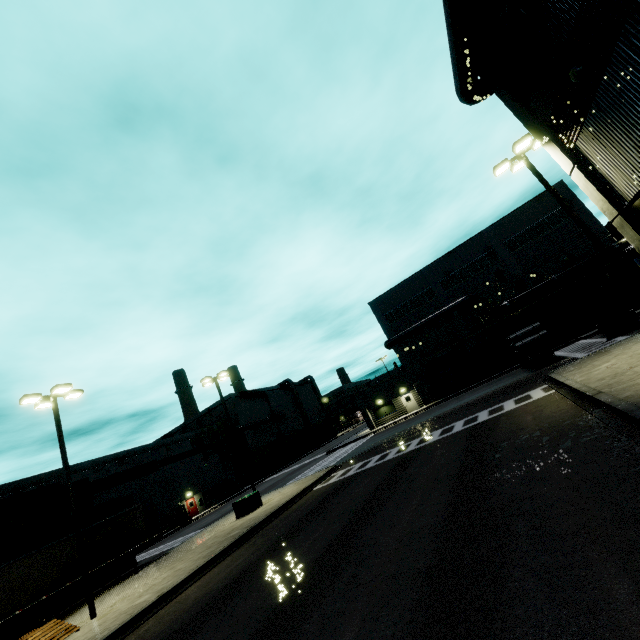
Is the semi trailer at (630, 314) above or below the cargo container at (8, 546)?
below

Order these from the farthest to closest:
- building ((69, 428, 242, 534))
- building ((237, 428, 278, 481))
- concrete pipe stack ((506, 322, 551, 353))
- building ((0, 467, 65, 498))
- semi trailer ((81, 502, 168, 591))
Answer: building ((237, 428, 278, 481)) → building ((69, 428, 242, 534)) → building ((0, 467, 65, 498)) → concrete pipe stack ((506, 322, 551, 353)) → semi trailer ((81, 502, 168, 591))

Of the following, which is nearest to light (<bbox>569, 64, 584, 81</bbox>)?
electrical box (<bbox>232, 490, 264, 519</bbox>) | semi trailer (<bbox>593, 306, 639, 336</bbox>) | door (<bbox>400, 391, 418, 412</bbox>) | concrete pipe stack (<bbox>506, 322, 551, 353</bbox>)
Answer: semi trailer (<bbox>593, 306, 639, 336</bbox>)

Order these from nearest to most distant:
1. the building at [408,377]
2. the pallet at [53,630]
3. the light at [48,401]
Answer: the pallet at [53,630] < the light at [48,401] < the building at [408,377]

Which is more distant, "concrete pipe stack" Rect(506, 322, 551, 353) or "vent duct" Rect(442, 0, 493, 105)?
"concrete pipe stack" Rect(506, 322, 551, 353)

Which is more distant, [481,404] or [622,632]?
[481,404]

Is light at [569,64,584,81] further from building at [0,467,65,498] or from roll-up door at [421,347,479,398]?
roll-up door at [421,347,479,398]

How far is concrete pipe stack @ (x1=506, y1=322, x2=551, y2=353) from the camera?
24.3m
